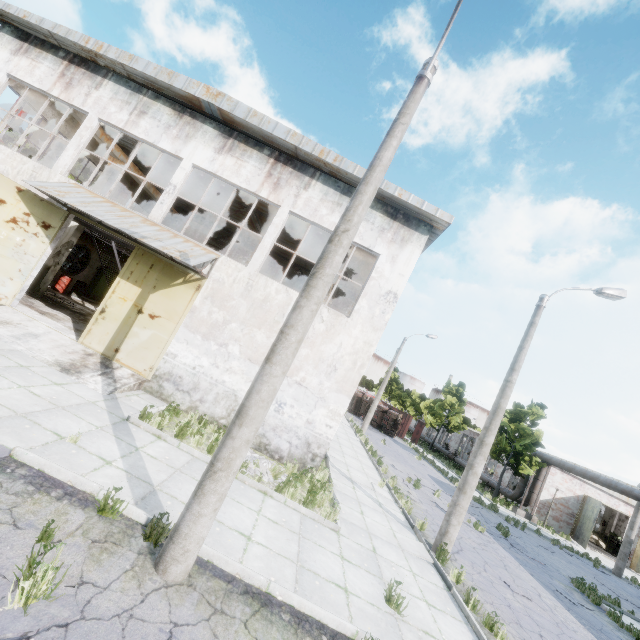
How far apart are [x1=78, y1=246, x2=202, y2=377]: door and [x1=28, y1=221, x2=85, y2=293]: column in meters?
7.3

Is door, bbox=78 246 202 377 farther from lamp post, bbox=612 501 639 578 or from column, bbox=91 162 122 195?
lamp post, bbox=612 501 639 578

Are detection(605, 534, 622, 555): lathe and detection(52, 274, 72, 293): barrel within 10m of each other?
no

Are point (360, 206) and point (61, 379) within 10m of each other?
yes

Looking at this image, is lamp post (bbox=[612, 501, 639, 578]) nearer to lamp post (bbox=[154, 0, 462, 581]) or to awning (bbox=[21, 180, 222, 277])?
lamp post (bbox=[154, 0, 462, 581])

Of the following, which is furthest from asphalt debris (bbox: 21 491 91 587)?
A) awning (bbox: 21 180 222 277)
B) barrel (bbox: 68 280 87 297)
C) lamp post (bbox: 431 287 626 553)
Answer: barrel (bbox: 68 280 87 297)

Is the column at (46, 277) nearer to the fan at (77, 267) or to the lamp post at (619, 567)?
the fan at (77, 267)

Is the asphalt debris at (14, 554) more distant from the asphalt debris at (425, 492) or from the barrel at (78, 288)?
the barrel at (78, 288)
